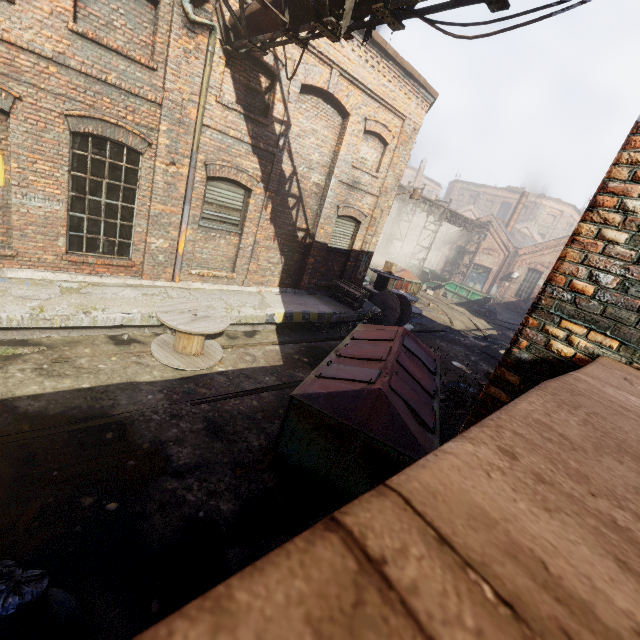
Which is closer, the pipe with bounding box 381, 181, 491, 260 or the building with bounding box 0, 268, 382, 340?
the building with bounding box 0, 268, 382, 340

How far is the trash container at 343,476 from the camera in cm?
433

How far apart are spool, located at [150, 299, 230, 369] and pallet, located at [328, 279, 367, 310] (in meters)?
5.10

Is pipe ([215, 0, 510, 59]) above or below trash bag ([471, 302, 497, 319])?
above

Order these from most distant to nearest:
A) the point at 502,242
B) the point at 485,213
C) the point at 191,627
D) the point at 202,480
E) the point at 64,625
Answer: the point at 485,213, the point at 502,242, the point at 202,480, the point at 64,625, the point at 191,627

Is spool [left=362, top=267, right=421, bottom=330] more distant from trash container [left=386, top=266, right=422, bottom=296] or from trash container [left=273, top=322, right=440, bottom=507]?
trash container [left=273, top=322, right=440, bottom=507]

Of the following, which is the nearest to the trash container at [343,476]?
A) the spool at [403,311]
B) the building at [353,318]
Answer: the building at [353,318]

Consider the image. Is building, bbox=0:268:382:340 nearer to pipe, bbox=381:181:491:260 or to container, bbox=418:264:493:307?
pipe, bbox=381:181:491:260
